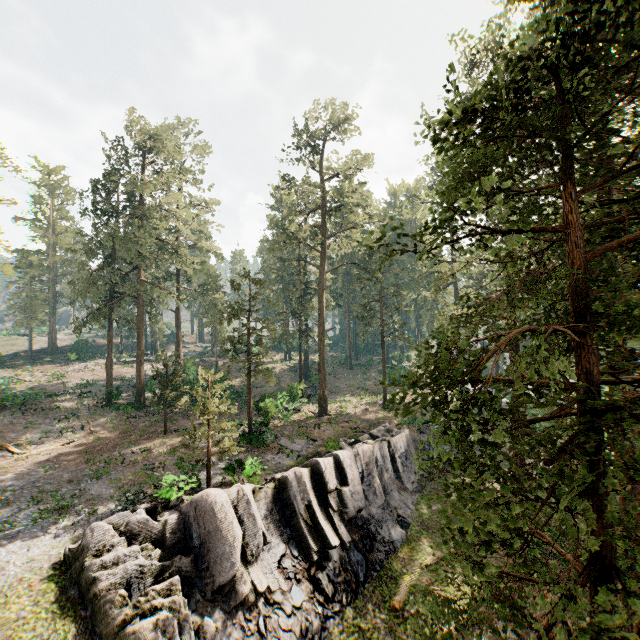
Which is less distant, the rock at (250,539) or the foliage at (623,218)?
the foliage at (623,218)

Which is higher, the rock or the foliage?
the foliage

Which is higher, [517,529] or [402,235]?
[402,235]

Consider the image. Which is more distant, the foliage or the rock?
the rock

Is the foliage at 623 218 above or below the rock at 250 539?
above
